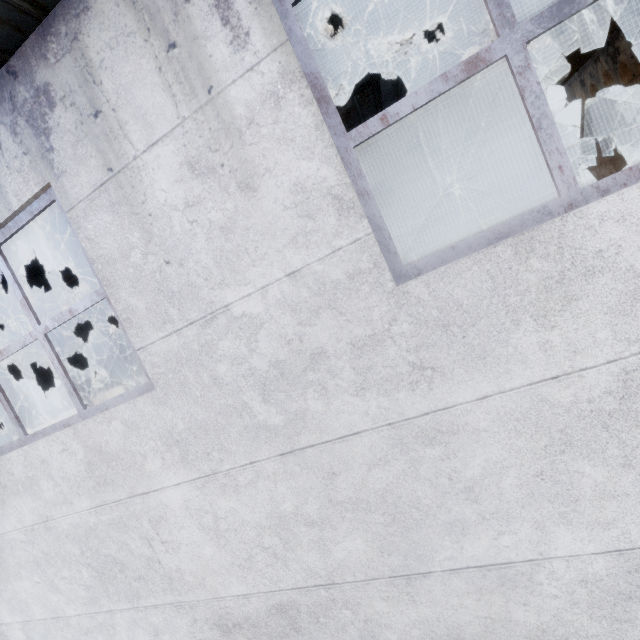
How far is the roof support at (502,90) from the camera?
5.81m

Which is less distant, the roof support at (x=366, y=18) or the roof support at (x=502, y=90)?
the roof support at (x=366, y=18)

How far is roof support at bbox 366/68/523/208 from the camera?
5.8m

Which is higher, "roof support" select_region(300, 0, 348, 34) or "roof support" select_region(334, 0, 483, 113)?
"roof support" select_region(300, 0, 348, 34)

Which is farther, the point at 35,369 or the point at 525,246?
the point at 35,369

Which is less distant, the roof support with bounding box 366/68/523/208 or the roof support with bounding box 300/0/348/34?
the roof support with bounding box 300/0/348/34
